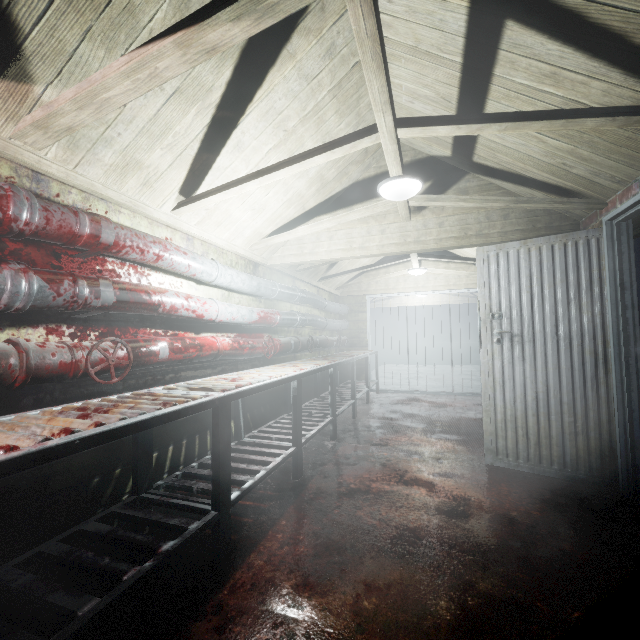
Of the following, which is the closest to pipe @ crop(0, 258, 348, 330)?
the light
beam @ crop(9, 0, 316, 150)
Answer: beam @ crop(9, 0, 316, 150)

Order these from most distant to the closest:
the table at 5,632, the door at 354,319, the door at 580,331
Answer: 1. the door at 354,319
2. the door at 580,331
3. the table at 5,632

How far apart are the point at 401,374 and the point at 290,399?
6.3 meters

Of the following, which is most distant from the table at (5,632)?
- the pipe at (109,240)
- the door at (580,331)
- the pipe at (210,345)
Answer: the door at (580,331)

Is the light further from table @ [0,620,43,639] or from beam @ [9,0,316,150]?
table @ [0,620,43,639]

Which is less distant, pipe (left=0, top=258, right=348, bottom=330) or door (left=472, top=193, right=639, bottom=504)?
pipe (left=0, top=258, right=348, bottom=330)

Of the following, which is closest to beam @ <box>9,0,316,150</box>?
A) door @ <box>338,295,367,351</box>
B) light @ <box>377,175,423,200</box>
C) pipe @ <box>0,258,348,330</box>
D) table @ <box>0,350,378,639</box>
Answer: light @ <box>377,175,423,200</box>

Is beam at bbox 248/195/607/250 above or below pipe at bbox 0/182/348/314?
above
